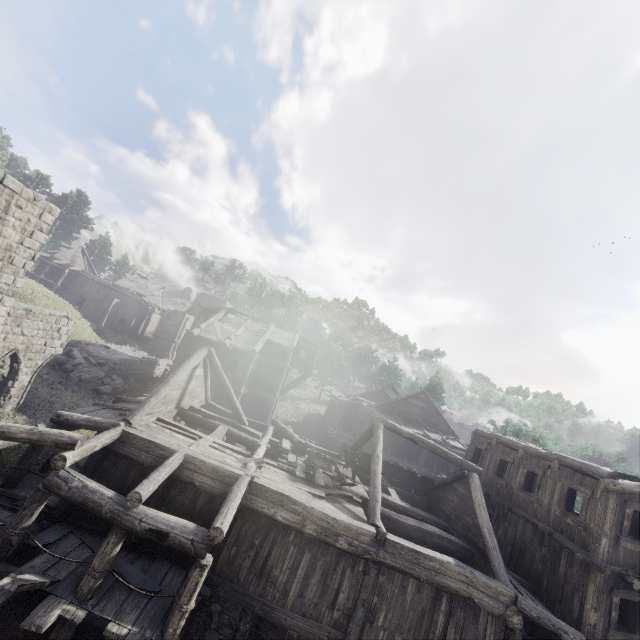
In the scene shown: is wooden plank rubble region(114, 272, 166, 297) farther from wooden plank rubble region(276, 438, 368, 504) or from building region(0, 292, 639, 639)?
wooden plank rubble region(276, 438, 368, 504)

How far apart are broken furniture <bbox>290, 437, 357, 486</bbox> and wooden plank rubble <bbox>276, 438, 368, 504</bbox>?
0.0 meters

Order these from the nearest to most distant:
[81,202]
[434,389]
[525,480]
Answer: [525,480] → [434,389] → [81,202]

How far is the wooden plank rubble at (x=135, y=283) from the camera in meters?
46.8

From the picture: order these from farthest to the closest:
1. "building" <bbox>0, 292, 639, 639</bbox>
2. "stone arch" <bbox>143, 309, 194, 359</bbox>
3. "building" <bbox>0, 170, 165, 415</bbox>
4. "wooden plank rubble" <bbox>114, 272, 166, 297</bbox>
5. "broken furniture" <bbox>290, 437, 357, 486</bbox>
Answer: "wooden plank rubble" <bbox>114, 272, 166, 297</bbox>, "stone arch" <bbox>143, 309, 194, 359</bbox>, "broken furniture" <bbox>290, 437, 357, 486</bbox>, "building" <bbox>0, 170, 165, 415</bbox>, "building" <bbox>0, 292, 639, 639</bbox>

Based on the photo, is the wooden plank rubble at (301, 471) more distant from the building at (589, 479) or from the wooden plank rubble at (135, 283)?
the wooden plank rubble at (135, 283)

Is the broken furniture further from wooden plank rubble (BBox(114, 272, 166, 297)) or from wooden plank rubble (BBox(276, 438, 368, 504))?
wooden plank rubble (BBox(114, 272, 166, 297))

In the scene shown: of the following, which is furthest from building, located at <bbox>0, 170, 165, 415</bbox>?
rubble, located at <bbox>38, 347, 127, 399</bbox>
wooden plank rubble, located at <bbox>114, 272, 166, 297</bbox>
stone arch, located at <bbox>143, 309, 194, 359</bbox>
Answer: wooden plank rubble, located at <bbox>114, 272, 166, 297</bbox>
